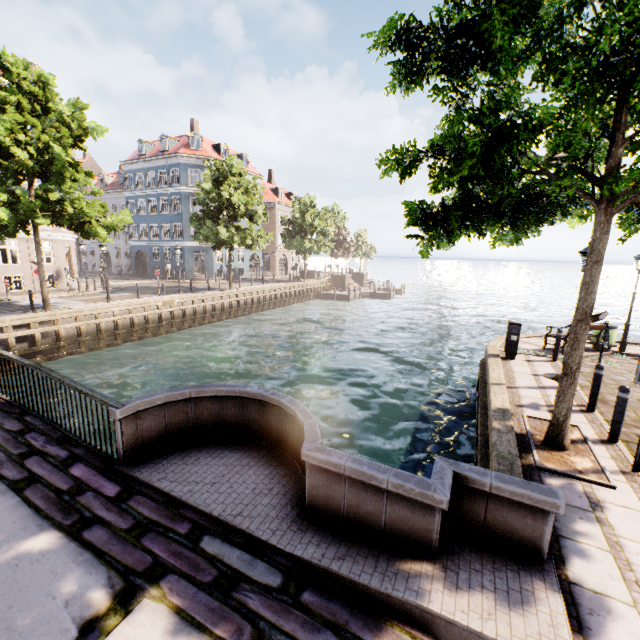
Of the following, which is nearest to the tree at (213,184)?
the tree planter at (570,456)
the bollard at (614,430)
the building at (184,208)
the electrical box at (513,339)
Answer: the tree planter at (570,456)

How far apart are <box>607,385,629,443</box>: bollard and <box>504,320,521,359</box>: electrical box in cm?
492

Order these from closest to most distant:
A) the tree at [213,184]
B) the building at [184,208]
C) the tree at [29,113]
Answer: the tree at [29,113] < the tree at [213,184] < the building at [184,208]

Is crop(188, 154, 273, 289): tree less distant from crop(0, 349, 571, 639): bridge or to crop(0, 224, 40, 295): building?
crop(0, 349, 571, 639): bridge

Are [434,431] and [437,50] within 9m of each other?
no

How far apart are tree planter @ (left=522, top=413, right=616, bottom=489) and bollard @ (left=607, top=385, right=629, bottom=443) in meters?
0.4

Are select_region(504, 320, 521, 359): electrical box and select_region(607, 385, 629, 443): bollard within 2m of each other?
no

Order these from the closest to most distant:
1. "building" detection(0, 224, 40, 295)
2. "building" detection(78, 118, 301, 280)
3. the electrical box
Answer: the electrical box, "building" detection(0, 224, 40, 295), "building" detection(78, 118, 301, 280)
